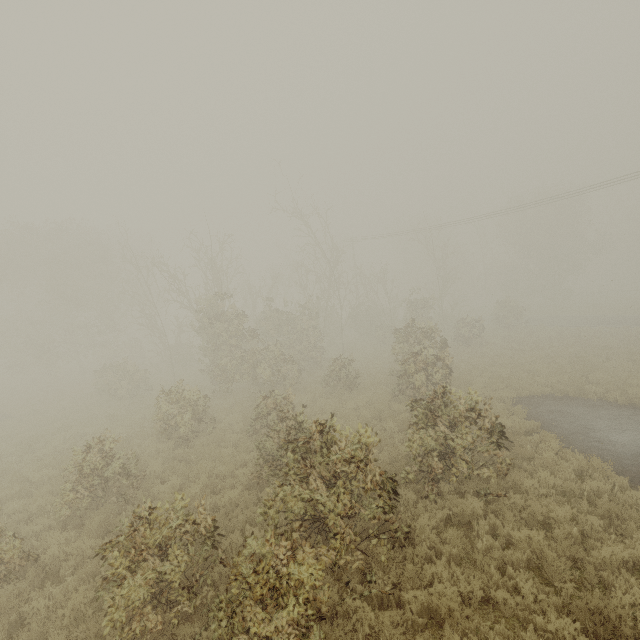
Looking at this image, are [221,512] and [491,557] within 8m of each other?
yes
